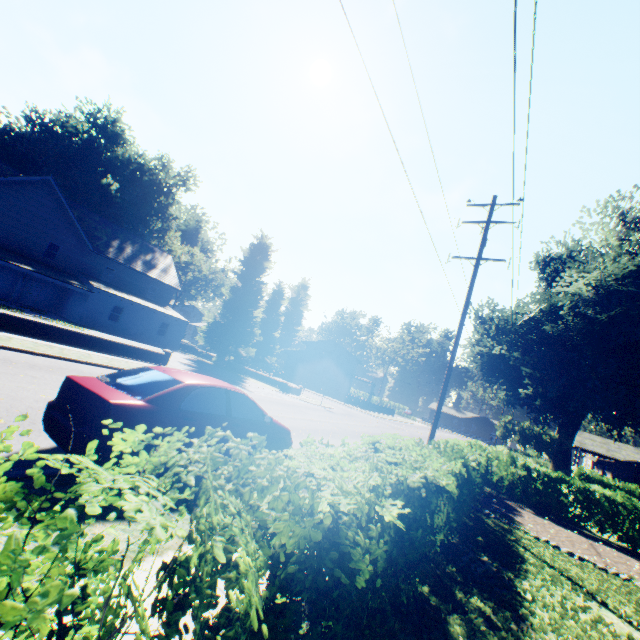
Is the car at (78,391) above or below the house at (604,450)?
below

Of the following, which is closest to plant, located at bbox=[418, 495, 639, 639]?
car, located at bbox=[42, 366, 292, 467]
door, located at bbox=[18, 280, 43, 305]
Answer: door, located at bbox=[18, 280, 43, 305]

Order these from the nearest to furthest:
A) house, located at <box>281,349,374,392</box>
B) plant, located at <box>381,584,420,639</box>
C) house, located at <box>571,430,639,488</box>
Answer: plant, located at <box>381,584,420,639</box>
house, located at <box>571,430,639,488</box>
house, located at <box>281,349,374,392</box>

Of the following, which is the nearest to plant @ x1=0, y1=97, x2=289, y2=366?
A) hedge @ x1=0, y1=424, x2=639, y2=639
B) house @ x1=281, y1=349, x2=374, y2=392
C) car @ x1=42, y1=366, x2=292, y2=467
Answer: house @ x1=281, y1=349, x2=374, y2=392

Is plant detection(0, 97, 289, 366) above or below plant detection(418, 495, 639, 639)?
above

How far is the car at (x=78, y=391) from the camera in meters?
4.3

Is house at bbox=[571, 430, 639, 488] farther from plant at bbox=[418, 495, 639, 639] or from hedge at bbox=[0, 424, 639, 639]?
hedge at bbox=[0, 424, 639, 639]

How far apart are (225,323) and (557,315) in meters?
30.6
